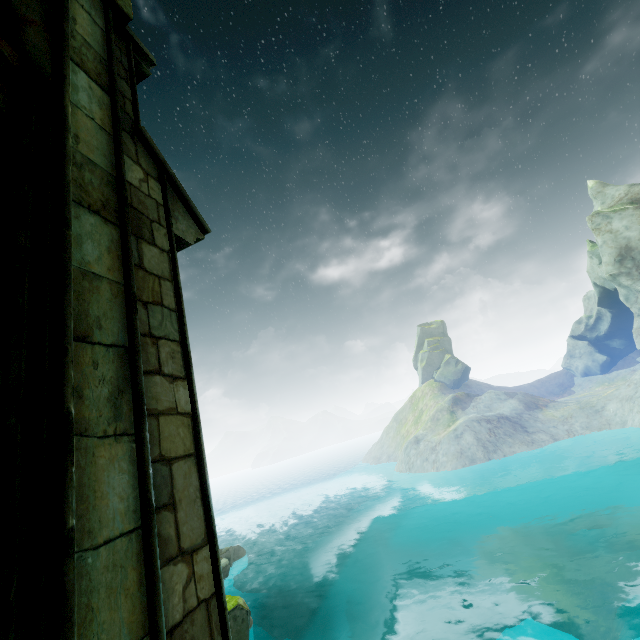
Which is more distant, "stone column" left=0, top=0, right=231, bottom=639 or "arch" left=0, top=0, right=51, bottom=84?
"arch" left=0, top=0, right=51, bottom=84

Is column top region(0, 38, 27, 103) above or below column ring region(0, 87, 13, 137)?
above

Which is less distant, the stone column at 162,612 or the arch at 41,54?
the stone column at 162,612

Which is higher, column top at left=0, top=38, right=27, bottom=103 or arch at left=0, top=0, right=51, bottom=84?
arch at left=0, top=0, right=51, bottom=84

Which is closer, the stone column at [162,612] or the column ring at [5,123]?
the stone column at [162,612]

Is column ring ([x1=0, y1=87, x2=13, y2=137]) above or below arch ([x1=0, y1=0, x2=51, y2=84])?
below

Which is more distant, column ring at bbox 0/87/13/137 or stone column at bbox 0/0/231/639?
column ring at bbox 0/87/13/137

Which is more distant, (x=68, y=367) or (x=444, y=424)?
(x=444, y=424)
